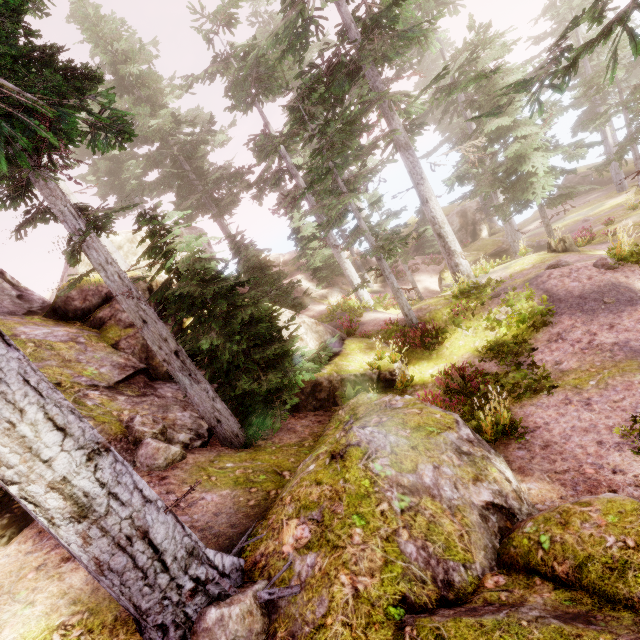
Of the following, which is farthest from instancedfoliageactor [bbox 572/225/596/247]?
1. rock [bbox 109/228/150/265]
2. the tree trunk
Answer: the tree trunk

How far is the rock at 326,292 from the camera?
23.9 meters

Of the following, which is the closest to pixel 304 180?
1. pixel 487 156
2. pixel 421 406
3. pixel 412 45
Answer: pixel 412 45

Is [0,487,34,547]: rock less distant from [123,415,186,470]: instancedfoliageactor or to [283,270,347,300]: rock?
[123,415,186,470]: instancedfoliageactor

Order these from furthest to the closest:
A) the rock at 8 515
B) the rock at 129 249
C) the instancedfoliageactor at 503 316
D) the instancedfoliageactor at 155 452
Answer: the rock at 129 249 < the instancedfoliageactor at 503 316 < the instancedfoliageactor at 155 452 < the rock at 8 515

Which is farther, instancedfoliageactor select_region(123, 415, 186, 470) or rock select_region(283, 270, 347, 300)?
rock select_region(283, 270, 347, 300)

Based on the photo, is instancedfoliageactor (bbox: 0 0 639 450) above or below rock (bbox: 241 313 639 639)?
above
